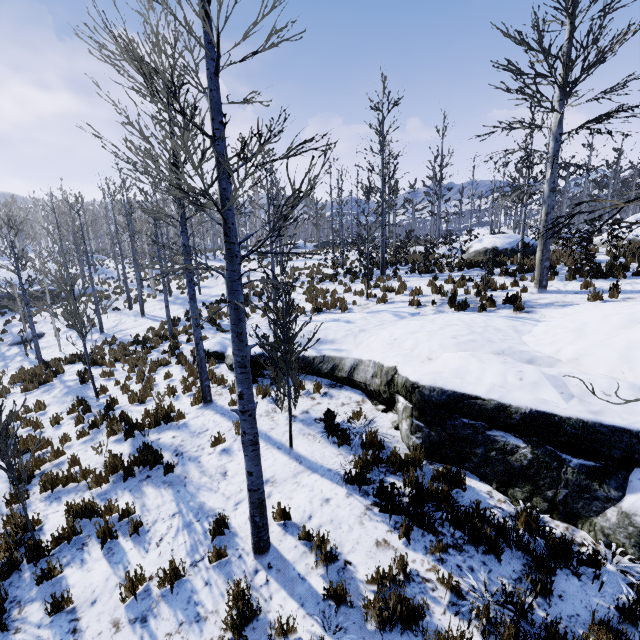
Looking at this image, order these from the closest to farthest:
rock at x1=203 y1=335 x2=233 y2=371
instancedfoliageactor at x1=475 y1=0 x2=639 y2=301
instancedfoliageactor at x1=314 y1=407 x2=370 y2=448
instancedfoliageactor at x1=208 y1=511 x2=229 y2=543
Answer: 1. instancedfoliageactor at x1=208 y1=511 x2=229 y2=543
2. instancedfoliageactor at x1=314 y1=407 x2=370 y2=448
3. instancedfoliageactor at x1=475 y1=0 x2=639 y2=301
4. rock at x1=203 y1=335 x2=233 y2=371

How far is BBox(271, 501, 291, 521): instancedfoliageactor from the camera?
5.0m

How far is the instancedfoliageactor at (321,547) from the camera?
4.3 meters

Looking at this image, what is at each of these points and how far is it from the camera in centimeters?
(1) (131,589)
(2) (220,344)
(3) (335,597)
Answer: (1) instancedfoliageactor, 431cm
(2) rock, 1165cm
(3) instancedfoliageactor, 376cm

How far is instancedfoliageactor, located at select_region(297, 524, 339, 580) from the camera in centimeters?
426cm

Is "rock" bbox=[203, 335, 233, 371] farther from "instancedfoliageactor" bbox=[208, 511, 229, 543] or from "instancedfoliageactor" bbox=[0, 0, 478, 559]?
"instancedfoliageactor" bbox=[208, 511, 229, 543]

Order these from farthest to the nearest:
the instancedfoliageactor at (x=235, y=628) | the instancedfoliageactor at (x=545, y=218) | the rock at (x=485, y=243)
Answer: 1. the rock at (x=485, y=243)
2. the instancedfoliageactor at (x=545, y=218)
3. the instancedfoliageactor at (x=235, y=628)
